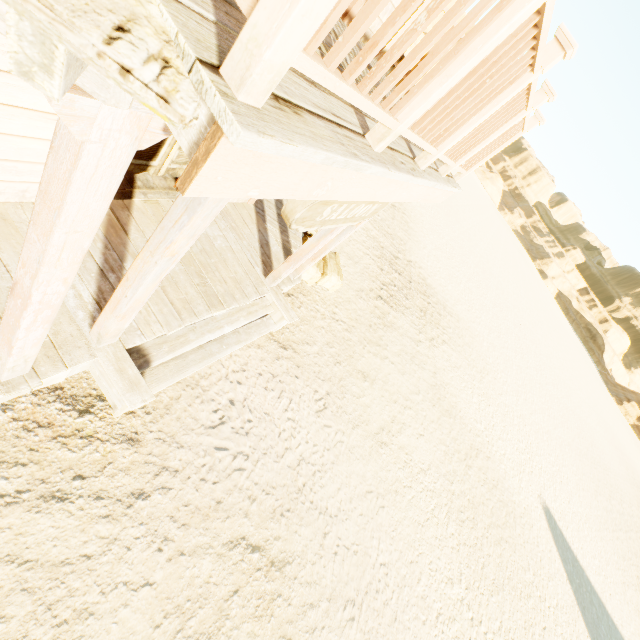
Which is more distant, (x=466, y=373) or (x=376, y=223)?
(x=376, y=223)

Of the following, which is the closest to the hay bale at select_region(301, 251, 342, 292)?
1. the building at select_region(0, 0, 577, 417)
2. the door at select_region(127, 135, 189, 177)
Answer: the building at select_region(0, 0, 577, 417)

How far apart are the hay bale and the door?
2.4m

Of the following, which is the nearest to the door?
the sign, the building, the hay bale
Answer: the building

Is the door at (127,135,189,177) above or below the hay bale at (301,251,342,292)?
above

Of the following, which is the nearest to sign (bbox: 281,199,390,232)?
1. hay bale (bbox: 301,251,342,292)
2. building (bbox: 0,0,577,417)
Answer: building (bbox: 0,0,577,417)

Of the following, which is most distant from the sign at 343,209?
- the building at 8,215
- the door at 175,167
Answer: the door at 175,167

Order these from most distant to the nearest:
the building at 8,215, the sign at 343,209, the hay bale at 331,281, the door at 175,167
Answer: the hay bale at 331,281
the door at 175,167
the sign at 343,209
the building at 8,215
